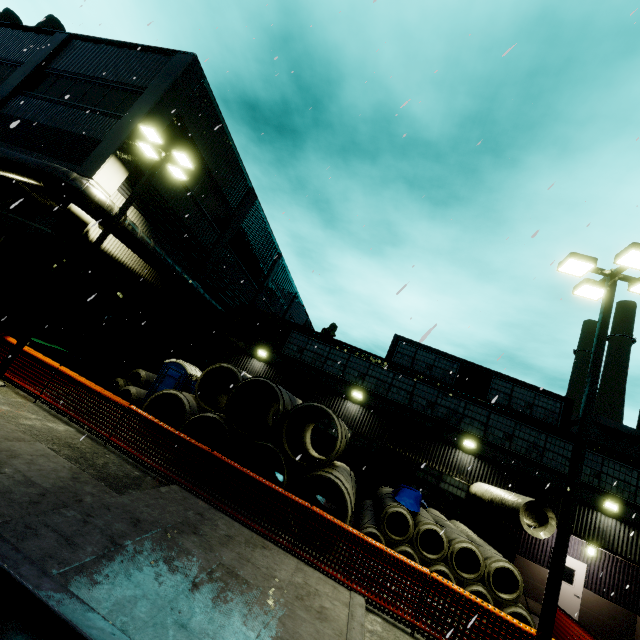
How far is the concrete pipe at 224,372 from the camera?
12.2m

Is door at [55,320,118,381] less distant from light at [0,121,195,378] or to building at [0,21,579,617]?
building at [0,21,579,617]

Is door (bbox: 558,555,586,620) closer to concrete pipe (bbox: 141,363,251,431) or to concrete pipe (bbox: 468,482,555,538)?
concrete pipe (bbox: 468,482,555,538)

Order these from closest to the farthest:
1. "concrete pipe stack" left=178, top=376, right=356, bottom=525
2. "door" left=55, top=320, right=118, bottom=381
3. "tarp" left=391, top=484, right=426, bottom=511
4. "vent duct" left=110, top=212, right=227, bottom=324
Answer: "concrete pipe stack" left=178, top=376, right=356, bottom=525 < "tarp" left=391, top=484, right=426, bottom=511 < "vent duct" left=110, top=212, right=227, bottom=324 < "door" left=55, top=320, right=118, bottom=381

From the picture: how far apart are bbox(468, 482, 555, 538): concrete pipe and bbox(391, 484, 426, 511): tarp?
0.8 meters

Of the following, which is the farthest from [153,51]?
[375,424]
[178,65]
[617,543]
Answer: [617,543]

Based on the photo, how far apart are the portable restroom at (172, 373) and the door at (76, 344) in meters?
3.0 m

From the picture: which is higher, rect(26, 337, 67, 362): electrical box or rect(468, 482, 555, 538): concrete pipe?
rect(468, 482, 555, 538): concrete pipe
